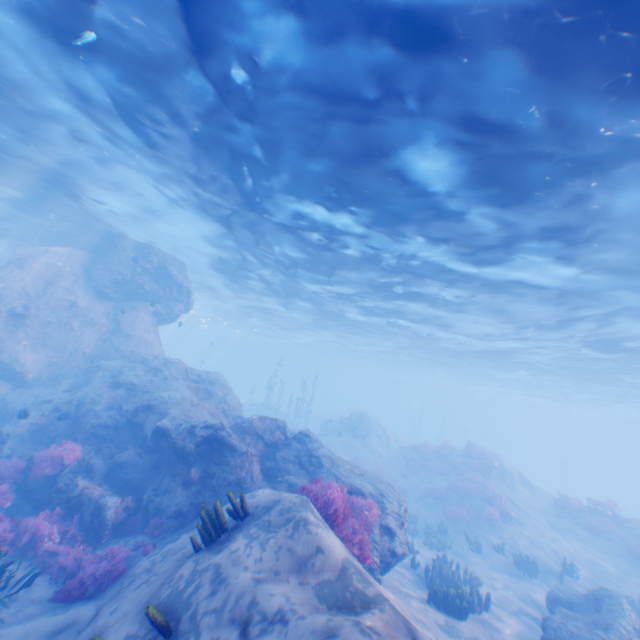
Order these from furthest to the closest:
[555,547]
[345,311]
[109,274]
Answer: [345,311] → [109,274] → [555,547]

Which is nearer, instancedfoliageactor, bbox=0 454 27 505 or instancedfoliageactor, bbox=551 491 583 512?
instancedfoliageactor, bbox=0 454 27 505

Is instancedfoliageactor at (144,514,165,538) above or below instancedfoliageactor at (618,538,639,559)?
below

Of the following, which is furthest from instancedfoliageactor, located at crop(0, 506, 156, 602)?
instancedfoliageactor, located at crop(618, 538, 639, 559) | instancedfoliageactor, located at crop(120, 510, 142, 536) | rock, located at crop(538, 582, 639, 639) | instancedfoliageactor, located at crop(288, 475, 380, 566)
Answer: instancedfoliageactor, located at crop(618, 538, 639, 559)

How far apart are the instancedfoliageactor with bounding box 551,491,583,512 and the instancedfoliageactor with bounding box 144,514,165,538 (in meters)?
23.88

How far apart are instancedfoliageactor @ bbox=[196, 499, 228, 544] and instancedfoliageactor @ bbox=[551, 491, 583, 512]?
23.5m

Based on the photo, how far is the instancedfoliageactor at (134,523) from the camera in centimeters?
945cm

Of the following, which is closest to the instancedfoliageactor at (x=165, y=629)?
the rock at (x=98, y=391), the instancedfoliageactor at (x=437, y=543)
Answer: the rock at (x=98, y=391)
